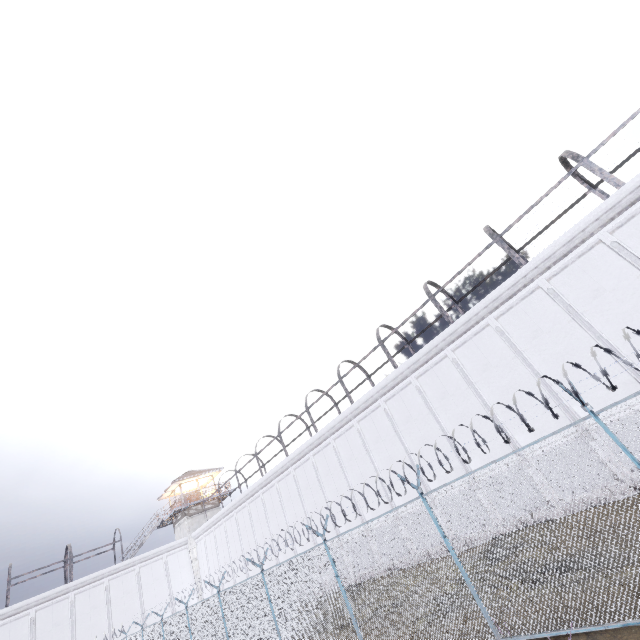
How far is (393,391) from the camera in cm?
1808

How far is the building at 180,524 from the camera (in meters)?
32.84

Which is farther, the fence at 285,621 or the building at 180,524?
the building at 180,524

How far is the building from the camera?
32.8m

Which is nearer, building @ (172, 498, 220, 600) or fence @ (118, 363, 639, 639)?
fence @ (118, 363, 639, 639)

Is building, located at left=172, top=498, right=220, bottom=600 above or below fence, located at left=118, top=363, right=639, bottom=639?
above
